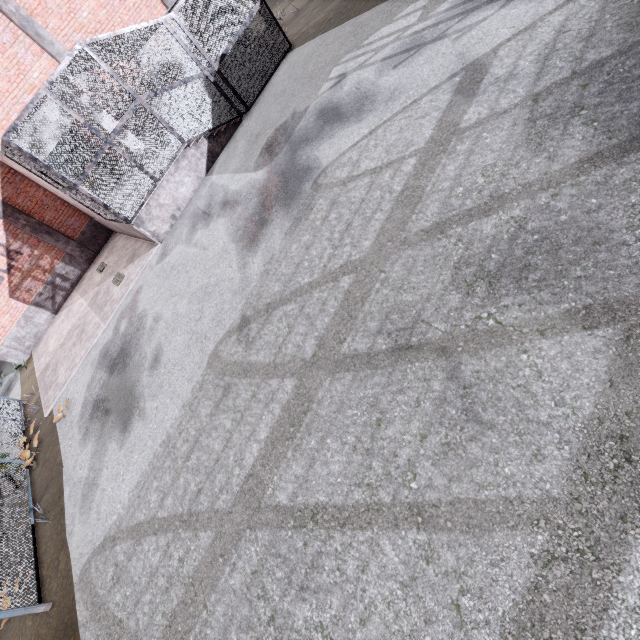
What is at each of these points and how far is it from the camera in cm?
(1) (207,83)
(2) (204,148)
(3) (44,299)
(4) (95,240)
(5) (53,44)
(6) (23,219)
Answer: (1) metal cage, 995
(2) stair, 1036
(3) foundation, 1323
(4) foundation, 1390
(5) column, 1157
(6) column, 1218

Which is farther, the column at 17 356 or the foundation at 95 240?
the foundation at 95 240

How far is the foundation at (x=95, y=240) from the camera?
13.5m

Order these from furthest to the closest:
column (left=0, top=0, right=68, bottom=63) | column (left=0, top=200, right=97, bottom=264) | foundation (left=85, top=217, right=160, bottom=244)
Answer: column (left=0, top=200, right=97, bottom=264) → column (left=0, top=0, right=68, bottom=63) → foundation (left=85, top=217, right=160, bottom=244)

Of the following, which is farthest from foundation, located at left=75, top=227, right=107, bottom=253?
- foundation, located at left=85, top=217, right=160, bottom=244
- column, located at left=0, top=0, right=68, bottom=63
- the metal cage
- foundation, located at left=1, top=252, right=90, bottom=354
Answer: column, located at left=0, top=0, right=68, bottom=63

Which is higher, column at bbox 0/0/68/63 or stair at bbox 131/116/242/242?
column at bbox 0/0/68/63

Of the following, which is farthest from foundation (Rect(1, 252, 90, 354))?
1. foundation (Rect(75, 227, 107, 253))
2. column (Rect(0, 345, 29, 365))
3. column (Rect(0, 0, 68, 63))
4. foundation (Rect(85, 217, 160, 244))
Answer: column (Rect(0, 0, 68, 63))

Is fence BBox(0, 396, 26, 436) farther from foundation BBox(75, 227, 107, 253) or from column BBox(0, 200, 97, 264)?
foundation BBox(75, 227, 107, 253)
